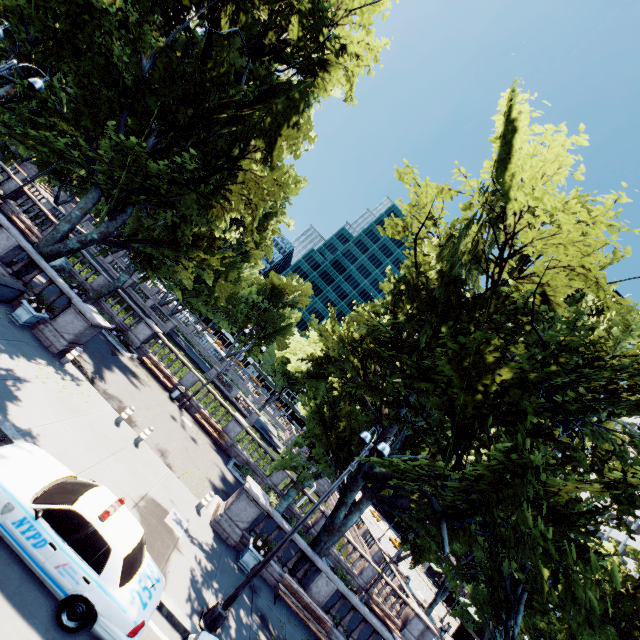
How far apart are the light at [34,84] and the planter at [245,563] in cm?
1830

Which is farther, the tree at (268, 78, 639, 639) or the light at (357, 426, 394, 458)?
the light at (357, 426, 394, 458)

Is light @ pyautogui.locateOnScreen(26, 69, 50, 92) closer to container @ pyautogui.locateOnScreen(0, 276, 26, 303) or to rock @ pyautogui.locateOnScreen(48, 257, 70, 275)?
container @ pyautogui.locateOnScreen(0, 276, 26, 303)

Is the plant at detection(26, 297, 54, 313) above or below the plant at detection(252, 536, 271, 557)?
below

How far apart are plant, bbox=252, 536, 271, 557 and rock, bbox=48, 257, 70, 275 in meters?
21.8

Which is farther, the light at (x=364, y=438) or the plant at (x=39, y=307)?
the plant at (x=39, y=307)

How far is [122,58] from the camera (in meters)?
12.35

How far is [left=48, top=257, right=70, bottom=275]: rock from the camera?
22.39m
